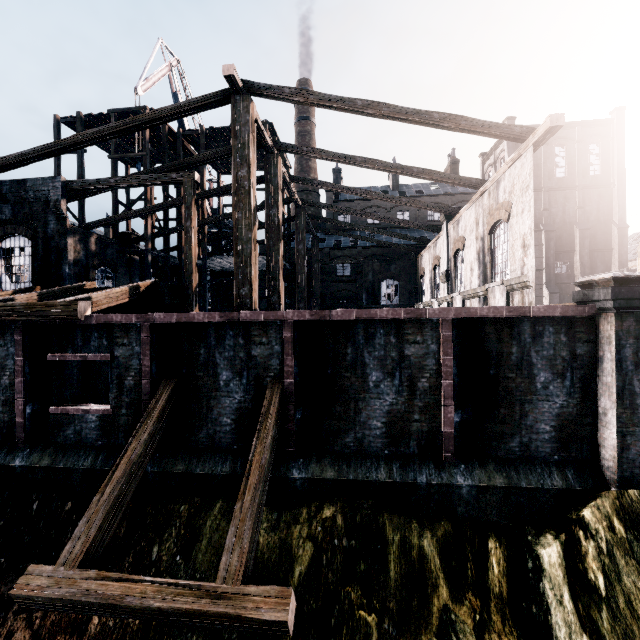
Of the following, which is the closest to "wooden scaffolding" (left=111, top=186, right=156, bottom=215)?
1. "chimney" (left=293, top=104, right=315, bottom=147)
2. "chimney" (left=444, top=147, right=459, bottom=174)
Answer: "chimney" (left=293, top=104, right=315, bottom=147)

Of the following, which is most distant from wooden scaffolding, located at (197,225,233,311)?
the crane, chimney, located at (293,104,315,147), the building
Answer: chimney, located at (293,104,315,147)

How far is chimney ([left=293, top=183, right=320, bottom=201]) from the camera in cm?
5272

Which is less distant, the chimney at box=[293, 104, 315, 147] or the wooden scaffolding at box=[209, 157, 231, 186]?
the wooden scaffolding at box=[209, 157, 231, 186]

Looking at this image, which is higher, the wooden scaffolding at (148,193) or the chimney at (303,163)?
the chimney at (303,163)

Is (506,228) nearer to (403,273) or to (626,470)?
(626,470)

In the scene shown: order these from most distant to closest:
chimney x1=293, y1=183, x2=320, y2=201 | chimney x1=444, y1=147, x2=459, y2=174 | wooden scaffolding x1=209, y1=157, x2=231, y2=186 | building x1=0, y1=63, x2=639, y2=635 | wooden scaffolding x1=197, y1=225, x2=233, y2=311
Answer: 1. chimney x1=293, y1=183, x2=320, y2=201
2. chimney x1=444, y1=147, x2=459, y2=174
3. wooden scaffolding x1=209, y1=157, x2=231, y2=186
4. wooden scaffolding x1=197, y1=225, x2=233, y2=311
5. building x1=0, y1=63, x2=639, y2=635

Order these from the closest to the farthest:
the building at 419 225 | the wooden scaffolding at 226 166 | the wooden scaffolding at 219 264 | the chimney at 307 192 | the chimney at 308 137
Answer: the building at 419 225 < the wooden scaffolding at 219 264 < the wooden scaffolding at 226 166 < the chimney at 307 192 < the chimney at 308 137
